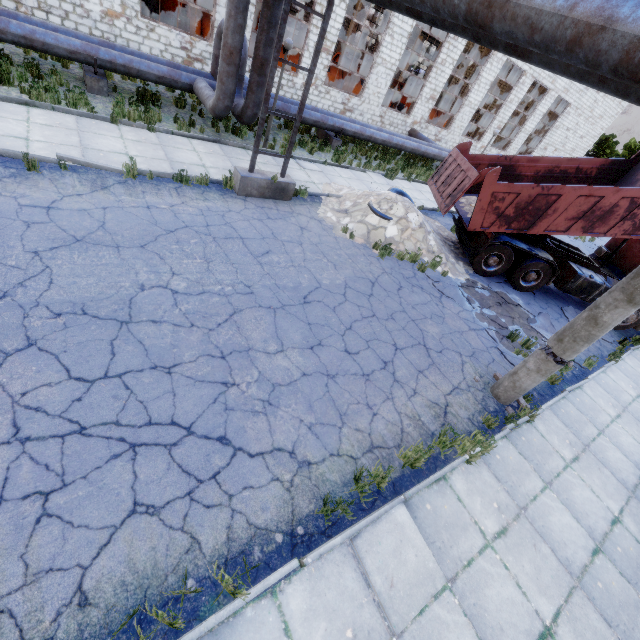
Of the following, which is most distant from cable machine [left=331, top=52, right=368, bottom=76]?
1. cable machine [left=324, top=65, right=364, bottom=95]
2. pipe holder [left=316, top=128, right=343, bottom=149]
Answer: pipe holder [left=316, top=128, right=343, bottom=149]

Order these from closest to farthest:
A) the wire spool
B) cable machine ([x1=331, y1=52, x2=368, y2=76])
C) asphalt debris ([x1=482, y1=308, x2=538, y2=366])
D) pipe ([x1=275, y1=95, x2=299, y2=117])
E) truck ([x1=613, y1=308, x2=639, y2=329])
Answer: asphalt debris ([x1=482, y1=308, x2=538, y2=366]) → truck ([x1=613, y1=308, x2=639, y2=329]) → pipe ([x1=275, y1=95, x2=299, y2=117]) → the wire spool → cable machine ([x1=331, y1=52, x2=368, y2=76])

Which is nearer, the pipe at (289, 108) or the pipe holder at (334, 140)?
the pipe at (289, 108)

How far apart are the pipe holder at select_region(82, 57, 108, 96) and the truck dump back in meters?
→ 11.3 m

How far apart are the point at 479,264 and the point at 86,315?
11.0 meters

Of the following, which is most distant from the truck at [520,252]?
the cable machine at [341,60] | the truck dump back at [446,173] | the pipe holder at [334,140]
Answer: the cable machine at [341,60]

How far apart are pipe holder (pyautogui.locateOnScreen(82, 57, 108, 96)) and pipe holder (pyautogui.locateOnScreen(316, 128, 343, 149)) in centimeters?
918cm

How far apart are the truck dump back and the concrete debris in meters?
0.6
